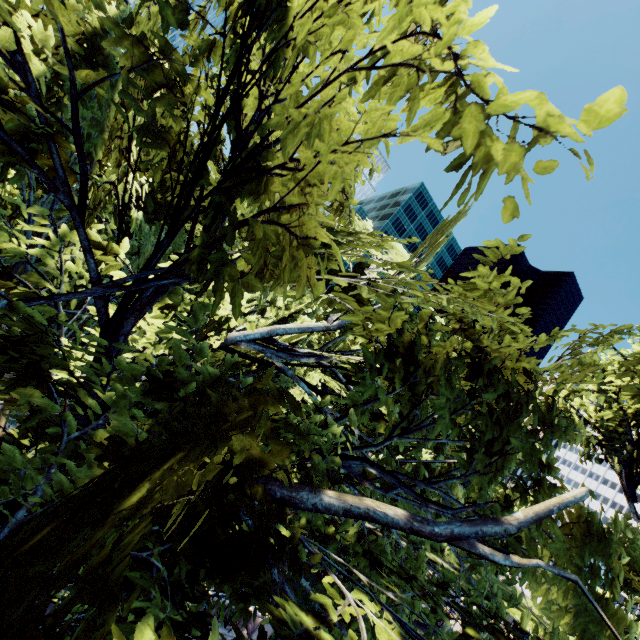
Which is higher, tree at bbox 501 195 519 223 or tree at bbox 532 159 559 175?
tree at bbox 532 159 559 175

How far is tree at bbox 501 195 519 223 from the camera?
1.35m

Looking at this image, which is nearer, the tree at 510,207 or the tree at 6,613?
the tree at 510,207

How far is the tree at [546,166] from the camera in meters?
1.3

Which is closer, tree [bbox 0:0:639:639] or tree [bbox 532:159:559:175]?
tree [bbox 532:159:559:175]

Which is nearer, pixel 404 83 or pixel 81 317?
pixel 404 83
